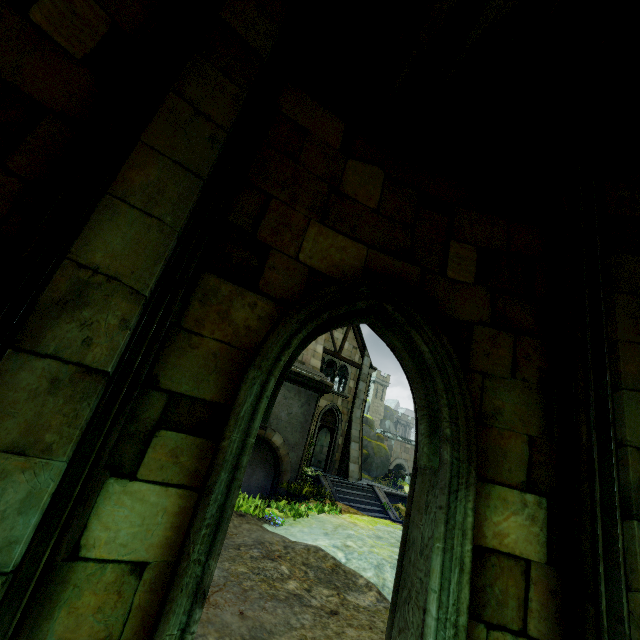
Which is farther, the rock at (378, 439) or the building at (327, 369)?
the rock at (378, 439)

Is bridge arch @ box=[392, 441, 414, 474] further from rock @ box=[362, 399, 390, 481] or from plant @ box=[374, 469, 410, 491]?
plant @ box=[374, 469, 410, 491]

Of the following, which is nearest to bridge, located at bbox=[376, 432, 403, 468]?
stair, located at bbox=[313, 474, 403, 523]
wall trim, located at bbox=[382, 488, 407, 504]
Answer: wall trim, located at bbox=[382, 488, 407, 504]

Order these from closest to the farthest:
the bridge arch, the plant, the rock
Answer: the plant
the rock
the bridge arch

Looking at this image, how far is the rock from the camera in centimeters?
3372cm

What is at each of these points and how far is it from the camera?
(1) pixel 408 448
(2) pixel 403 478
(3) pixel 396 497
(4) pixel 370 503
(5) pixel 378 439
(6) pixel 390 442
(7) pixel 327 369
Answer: (1) bridge arch, 47.59m
(2) plant, 32.75m
(3) wall trim, 18.30m
(4) stair, 16.08m
(5) rock, 39.84m
(6) bridge, 45.22m
(7) building, 23.55m

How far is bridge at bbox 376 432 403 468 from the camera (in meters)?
44.84

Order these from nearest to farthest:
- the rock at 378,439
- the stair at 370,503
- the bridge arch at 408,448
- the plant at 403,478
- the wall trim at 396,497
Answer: the stair at 370,503
the wall trim at 396,497
the plant at 403,478
the rock at 378,439
the bridge arch at 408,448
